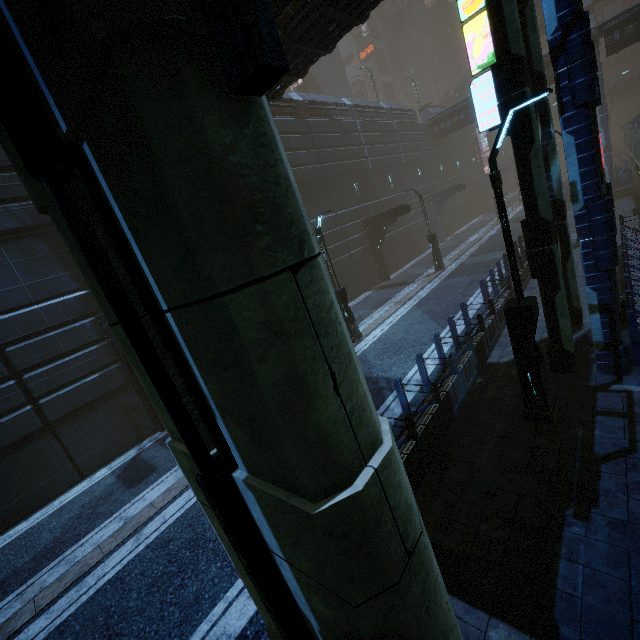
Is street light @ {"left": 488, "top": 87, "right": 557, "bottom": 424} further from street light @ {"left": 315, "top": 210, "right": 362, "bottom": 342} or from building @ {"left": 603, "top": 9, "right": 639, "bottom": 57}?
street light @ {"left": 315, "top": 210, "right": 362, "bottom": 342}

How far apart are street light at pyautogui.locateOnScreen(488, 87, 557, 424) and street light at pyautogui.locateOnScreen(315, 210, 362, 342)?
7.64m

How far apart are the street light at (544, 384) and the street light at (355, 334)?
7.6 meters

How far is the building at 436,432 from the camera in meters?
6.0 m

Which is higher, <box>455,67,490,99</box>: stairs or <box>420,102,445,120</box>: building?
<box>455,67,490,99</box>: stairs

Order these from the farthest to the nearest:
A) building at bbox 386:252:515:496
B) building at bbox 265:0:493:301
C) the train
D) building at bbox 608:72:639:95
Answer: building at bbox 608:72:639:95 → the train → building at bbox 265:0:493:301 → building at bbox 386:252:515:496

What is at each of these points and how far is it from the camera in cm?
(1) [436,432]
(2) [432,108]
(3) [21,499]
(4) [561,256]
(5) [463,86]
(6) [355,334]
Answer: (1) building, 664
(2) building, 3731
(3) building, 986
(4) building, 868
(5) stairs, 5044
(6) street light, 1424

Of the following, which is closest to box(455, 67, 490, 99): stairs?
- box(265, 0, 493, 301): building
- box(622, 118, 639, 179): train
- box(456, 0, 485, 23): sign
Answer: box(265, 0, 493, 301): building
